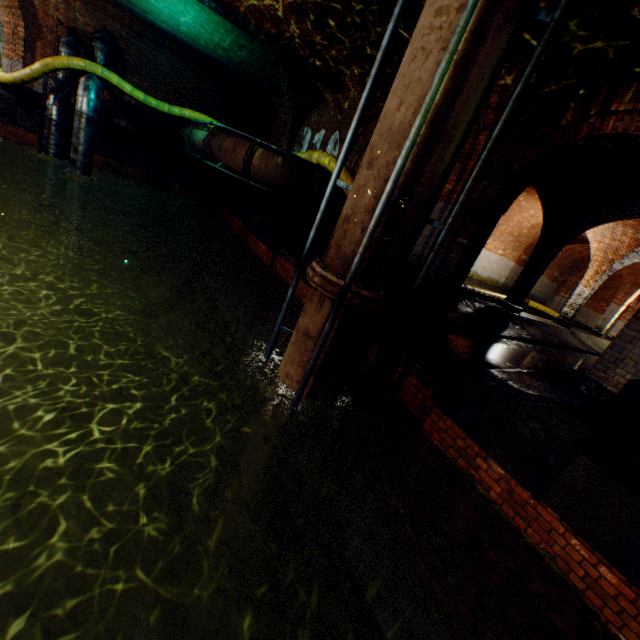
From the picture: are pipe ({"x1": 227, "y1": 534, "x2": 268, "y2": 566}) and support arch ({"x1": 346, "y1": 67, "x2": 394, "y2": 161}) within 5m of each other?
no

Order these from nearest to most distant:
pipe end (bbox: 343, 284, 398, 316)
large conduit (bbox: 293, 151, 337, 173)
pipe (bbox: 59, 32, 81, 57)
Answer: pipe end (bbox: 343, 284, 398, 316)
large conduit (bbox: 293, 151, 337, 173)
pipe (bbox: 59, 32, 81, 57)

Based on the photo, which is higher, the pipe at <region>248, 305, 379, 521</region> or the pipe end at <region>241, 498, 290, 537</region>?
the pipe at <region>248, 305, 379, 521</region>

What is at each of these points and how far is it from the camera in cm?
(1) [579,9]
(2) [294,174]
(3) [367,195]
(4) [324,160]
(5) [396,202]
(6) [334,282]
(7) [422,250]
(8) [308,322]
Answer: (1) support arch, 424
(2) pipe, 901
(3) pipe, 360
(4) large conduit, 938
(5) pipe, 351
(6) pipe end, 380
(7) support arch, 785
(8) pipe, 422

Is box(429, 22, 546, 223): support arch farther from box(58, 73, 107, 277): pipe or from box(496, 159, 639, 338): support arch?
box(58, 73, 107, 277): pipe

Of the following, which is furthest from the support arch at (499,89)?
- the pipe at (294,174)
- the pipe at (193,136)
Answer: the pipe at (193,136)

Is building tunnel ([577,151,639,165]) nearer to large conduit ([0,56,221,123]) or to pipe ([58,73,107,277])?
large conduit ([0,56,221,123])

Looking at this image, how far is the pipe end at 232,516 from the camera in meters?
5.2
